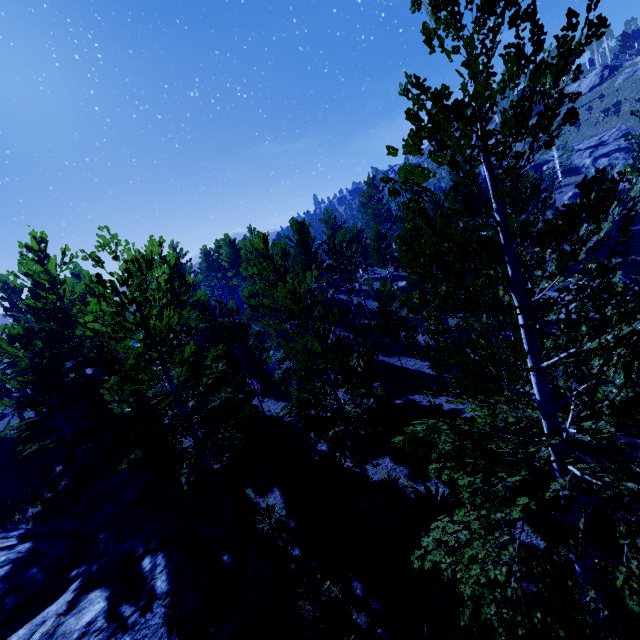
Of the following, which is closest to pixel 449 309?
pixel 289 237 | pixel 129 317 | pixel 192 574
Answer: pixel 289 237

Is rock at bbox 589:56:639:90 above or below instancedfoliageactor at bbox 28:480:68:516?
above

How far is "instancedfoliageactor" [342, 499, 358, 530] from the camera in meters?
9.4 m

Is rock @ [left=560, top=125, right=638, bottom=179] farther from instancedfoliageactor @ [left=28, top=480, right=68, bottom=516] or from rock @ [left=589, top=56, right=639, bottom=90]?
rock @ [left=589, top=56, right=639, bottom=90]

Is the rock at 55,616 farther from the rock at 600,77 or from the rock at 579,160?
the rock at 600,77

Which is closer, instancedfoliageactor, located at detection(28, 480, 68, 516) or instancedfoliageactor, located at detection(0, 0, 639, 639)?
instancedfoliageactor, located at detection(0, 0, 639, 639)

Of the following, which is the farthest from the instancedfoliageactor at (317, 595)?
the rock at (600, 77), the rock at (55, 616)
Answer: the rock at (600, 77)
